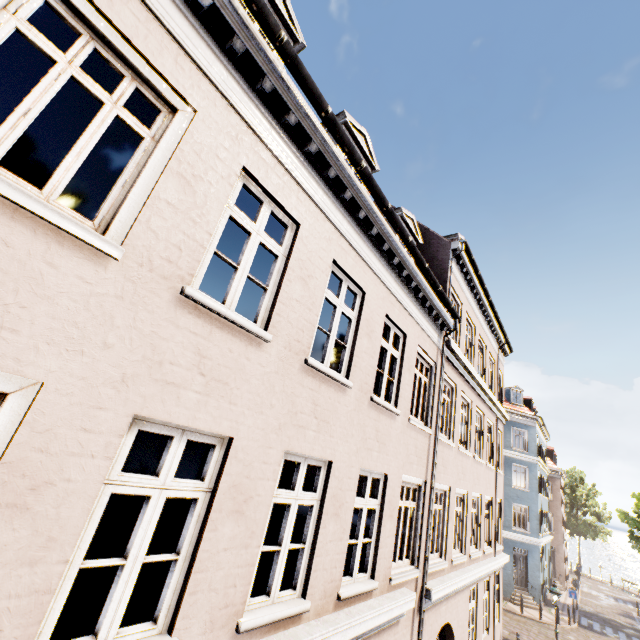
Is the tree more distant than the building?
Yes

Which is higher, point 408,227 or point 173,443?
point 408,227

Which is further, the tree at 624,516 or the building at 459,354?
the tree at 624,516
